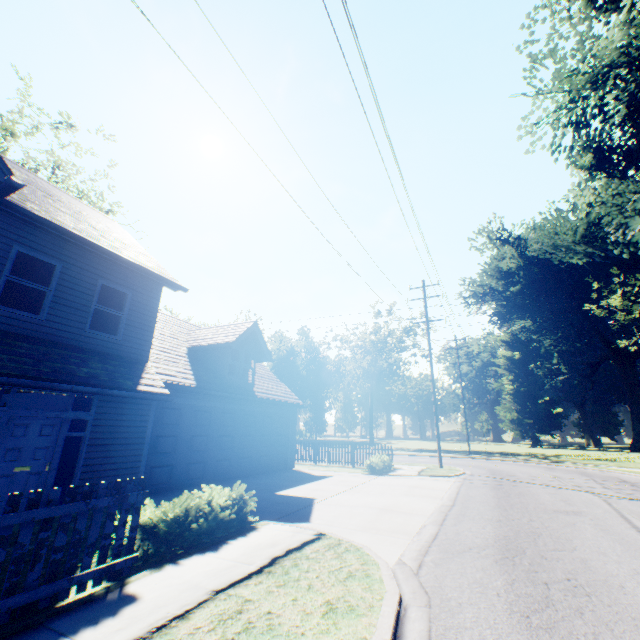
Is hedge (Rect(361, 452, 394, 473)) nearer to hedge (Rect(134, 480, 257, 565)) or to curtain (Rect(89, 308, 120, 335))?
hedge (Rect(134, 480, 257, 565))

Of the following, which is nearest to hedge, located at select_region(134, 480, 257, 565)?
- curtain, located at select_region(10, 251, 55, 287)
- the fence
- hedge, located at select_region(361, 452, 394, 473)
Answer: the fence

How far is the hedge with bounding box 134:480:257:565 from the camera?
5.0m

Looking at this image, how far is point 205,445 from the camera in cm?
1228

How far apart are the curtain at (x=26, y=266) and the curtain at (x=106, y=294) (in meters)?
0.94

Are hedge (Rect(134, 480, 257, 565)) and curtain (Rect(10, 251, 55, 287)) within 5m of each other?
no

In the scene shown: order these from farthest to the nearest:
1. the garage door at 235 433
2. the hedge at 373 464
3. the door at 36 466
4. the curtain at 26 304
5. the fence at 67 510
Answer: the hedge at 373 464 → the garage door at 235 433 → the curtain at 26 304 → the door at 36 466 → the fence at 67 510

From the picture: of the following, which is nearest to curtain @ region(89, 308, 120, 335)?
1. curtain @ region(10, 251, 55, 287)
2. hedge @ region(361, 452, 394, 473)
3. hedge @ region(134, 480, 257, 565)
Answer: curtain @ region(10, 251, 55, 287)
